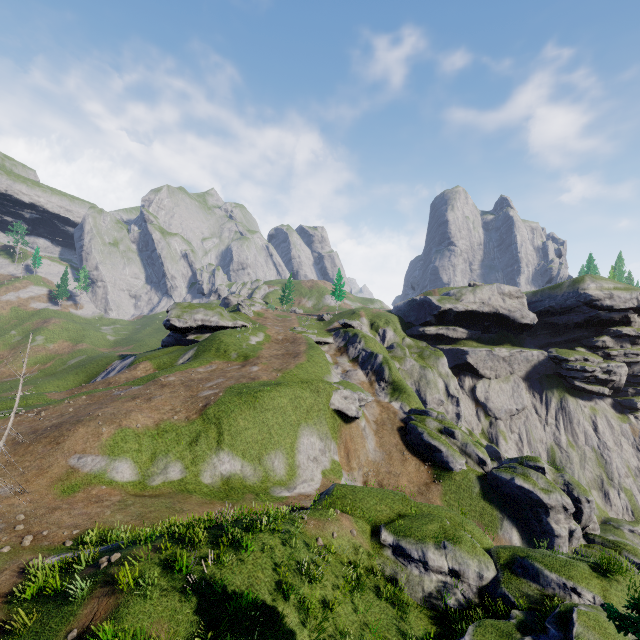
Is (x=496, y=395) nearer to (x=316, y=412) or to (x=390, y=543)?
(x=316, y=412)

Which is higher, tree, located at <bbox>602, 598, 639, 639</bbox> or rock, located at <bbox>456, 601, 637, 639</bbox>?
tree, located at <bbox>602, 598, 639, 639</bbox>

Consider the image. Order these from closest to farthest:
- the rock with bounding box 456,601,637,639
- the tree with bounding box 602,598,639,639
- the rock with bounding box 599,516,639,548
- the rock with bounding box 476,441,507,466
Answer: the tree with bounding box 602,598,639,639 → the rock with bounding box 456,601,637,639 → the rock with bounding box 599,516,639,548 → the rock with bounding box 476,441,507,466

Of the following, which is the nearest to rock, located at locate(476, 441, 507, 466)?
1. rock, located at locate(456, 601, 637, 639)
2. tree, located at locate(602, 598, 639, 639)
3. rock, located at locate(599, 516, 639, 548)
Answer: rock, located at locate(599, 516, 639, 548)

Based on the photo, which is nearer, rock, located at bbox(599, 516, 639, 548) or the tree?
the tree

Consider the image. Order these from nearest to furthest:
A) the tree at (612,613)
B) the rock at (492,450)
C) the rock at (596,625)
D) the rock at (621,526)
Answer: the tree at (612,613)
the rock at (596,625)
the rock at (621,526)
the rock at (492,450)

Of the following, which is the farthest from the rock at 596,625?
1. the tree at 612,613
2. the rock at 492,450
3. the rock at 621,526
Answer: the rock at 621,526

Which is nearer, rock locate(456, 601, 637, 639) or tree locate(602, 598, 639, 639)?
tree locate(602, 598, 639, 639)
